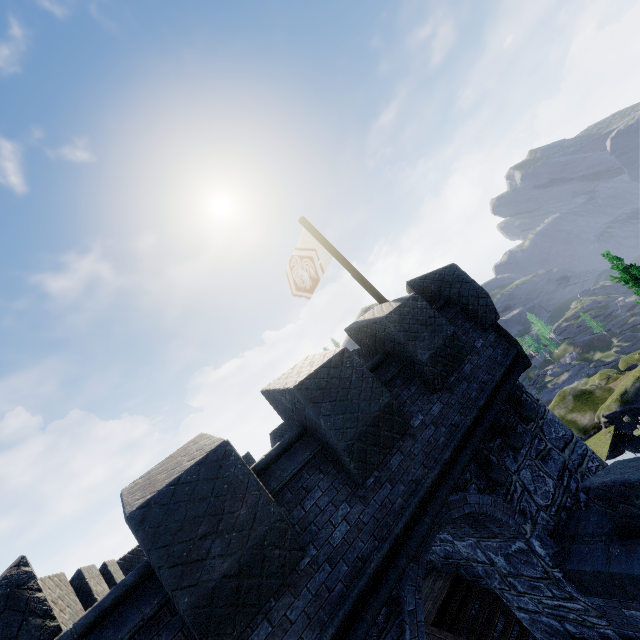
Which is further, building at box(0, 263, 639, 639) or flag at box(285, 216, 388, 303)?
flag at box(285, 216, 388, 303)

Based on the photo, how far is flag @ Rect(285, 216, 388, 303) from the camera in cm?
942

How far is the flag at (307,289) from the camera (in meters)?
9.42

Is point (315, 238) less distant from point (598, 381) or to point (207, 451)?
point (207, 451)

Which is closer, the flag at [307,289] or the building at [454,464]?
the building at [454,464]

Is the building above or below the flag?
below
